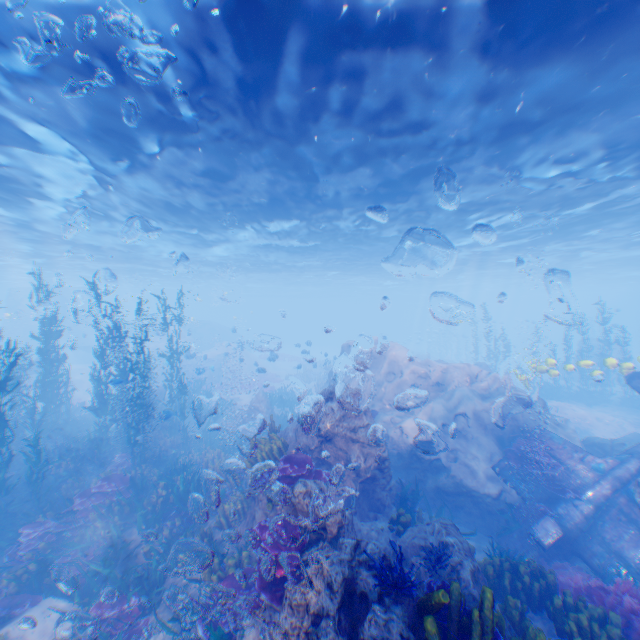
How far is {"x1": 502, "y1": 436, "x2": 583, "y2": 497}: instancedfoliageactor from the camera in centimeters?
1056cm

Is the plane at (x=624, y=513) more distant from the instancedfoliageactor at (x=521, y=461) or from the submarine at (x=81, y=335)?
the submarine at (x=81, y=335)

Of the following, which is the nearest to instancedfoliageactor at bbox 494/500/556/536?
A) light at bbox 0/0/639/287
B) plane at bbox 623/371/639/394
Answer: plane at bbox 623/371/639/394

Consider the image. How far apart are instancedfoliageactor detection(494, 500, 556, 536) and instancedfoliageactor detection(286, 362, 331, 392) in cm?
2324

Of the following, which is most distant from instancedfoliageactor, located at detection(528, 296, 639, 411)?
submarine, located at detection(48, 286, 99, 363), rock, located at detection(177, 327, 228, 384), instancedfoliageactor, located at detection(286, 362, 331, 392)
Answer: instancedfoliageactor, located at detection(286, 362, 331, 392)

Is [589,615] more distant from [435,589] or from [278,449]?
[278,449]

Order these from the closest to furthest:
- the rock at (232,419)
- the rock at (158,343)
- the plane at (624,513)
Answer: the plane at (624,513) < the rock at (232,419) < the rock at (158,343)
